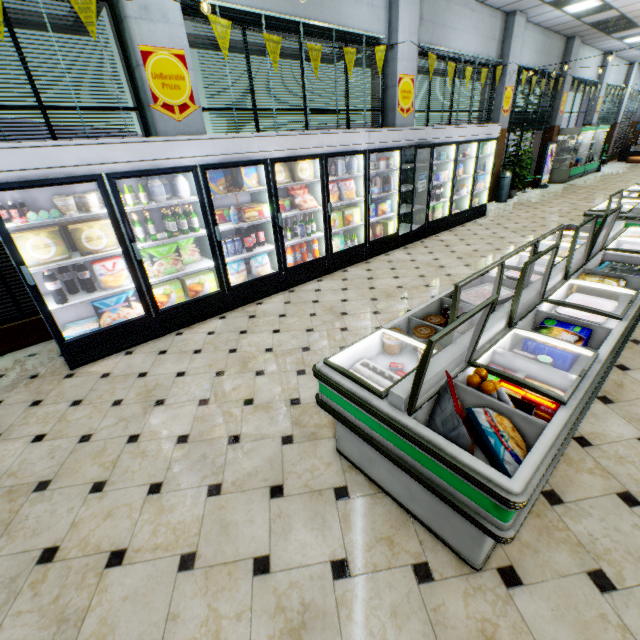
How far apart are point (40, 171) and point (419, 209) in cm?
677

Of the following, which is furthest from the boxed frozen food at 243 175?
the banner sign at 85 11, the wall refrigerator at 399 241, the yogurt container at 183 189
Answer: the wall refrigerator at 399 241

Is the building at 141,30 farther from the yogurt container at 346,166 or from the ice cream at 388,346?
the yogurt container at 346,166

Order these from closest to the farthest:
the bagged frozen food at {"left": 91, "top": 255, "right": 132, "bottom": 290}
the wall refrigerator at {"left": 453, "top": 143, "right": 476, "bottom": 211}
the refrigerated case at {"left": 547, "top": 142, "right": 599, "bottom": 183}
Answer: the bagged frozen food at {"left": 91, "top": 255, "right": 132, "bottom": 290} → the wall refrigerator at {"left": 453, "top": 143, "right": 476, "bottom": 211} → the refrigerated case at {"left": 547, "top": 142, "right": 599, "bottom": 183}

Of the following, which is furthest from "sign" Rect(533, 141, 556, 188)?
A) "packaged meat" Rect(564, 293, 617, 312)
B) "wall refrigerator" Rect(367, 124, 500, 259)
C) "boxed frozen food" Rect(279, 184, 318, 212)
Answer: "packaged meat" Rect(564, 293, 617, 312)

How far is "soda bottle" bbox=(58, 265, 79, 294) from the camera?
3.68m

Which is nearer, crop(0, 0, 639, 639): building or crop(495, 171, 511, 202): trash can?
crop(0, 0, 639, 639): building

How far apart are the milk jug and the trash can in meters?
6.5 m
